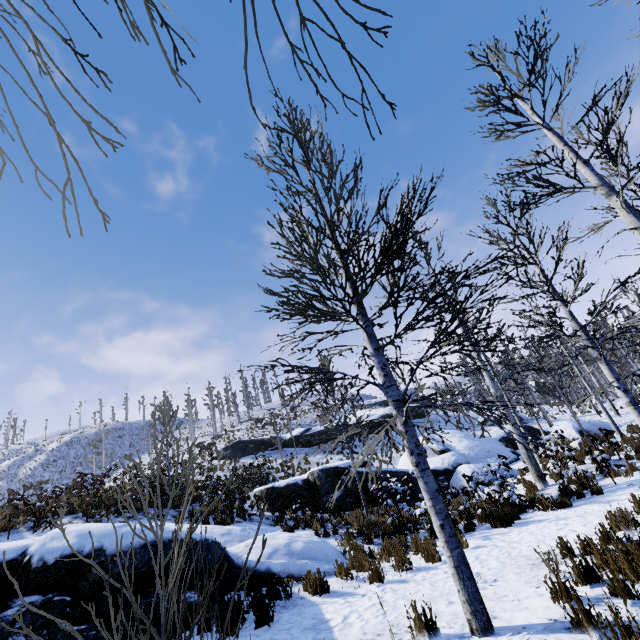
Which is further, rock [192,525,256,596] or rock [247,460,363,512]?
rock [247,460,363,512]

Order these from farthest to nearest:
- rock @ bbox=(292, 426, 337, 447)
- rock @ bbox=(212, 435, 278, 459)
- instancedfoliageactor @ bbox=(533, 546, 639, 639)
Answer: rock @ bbox=(292, 426, 337, 447), rock @ bbox=(212, 435, 278, 459), instancedfoliageactor @ bbox=(533, 546, 639, 639)

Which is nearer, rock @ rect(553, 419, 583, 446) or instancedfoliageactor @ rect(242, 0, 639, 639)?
instancedfoliageactor @ rect(242, 0, 639, 639)

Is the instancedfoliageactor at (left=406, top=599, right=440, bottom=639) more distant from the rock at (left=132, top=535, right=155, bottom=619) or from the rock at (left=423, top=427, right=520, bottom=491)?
the rock at (left=132, top=535, right=155, bottom=619)

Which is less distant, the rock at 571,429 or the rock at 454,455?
the rock at 454,455

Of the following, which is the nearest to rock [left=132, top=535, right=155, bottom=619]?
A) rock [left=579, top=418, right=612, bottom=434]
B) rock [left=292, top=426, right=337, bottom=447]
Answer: rock [left=579, top=418, right=612, bottom=434]

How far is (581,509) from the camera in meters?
7.8

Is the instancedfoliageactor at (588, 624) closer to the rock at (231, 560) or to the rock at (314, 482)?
the rock at (314, 482)
